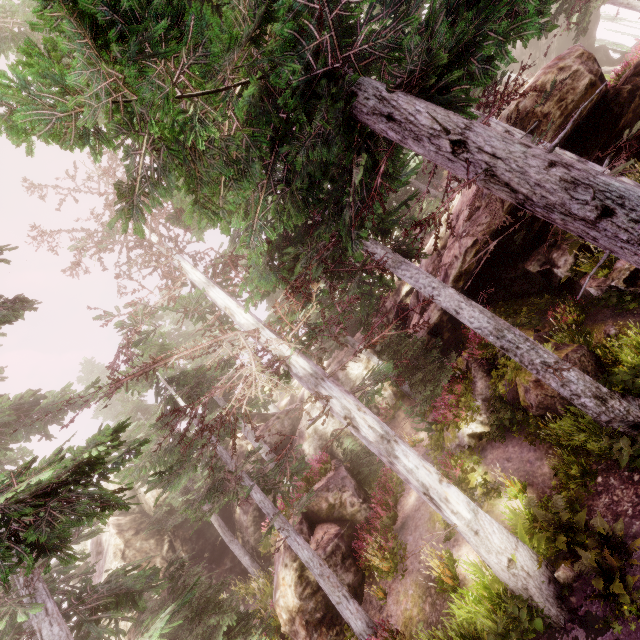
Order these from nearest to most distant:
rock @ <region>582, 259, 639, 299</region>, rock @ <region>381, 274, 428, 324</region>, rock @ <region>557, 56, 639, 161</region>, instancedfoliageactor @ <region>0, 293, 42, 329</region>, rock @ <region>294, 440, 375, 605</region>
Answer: instancedfoliageactor @ <region>0, 293, 42, 329</region> < rock @ <region>582, 259, 639, 299</region> < rock @ <region>557, 56, 639, 161</region> < rock @ <region>294, 440, 375, 605</region> < rock @ <region>381, 274, 428, 324</region>

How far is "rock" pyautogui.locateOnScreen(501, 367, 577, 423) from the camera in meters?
9.4

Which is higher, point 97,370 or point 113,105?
point 97,370

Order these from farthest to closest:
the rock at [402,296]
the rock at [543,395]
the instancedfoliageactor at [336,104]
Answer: the rock at [402,296]
the rock at [543,395]
the instancedfoliageactor at [336,104]

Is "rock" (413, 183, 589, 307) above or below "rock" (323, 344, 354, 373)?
below

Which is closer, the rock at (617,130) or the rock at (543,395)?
the rock at (543,395)
